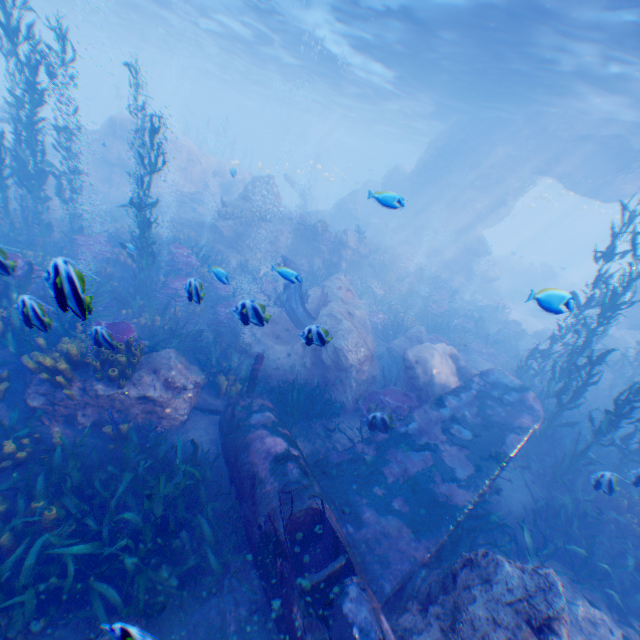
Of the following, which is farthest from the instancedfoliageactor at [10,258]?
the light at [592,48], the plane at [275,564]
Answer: the light at [592,48]

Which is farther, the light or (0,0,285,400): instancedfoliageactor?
the light

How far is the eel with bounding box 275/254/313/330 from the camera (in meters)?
6.96

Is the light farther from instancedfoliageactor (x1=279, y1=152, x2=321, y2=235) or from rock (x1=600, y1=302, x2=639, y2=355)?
instancedfoliageactor (x1=279, y1=152, x2=321, y2=235)

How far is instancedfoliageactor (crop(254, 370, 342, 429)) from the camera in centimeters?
838cm

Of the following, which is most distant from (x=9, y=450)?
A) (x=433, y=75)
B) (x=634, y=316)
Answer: (x=634, y=316)

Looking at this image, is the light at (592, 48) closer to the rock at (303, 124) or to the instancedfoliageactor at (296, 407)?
the rock at (303, 124)

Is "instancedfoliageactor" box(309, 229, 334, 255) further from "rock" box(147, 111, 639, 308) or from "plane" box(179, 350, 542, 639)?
"plane" box(179, 350, 542, 639)
